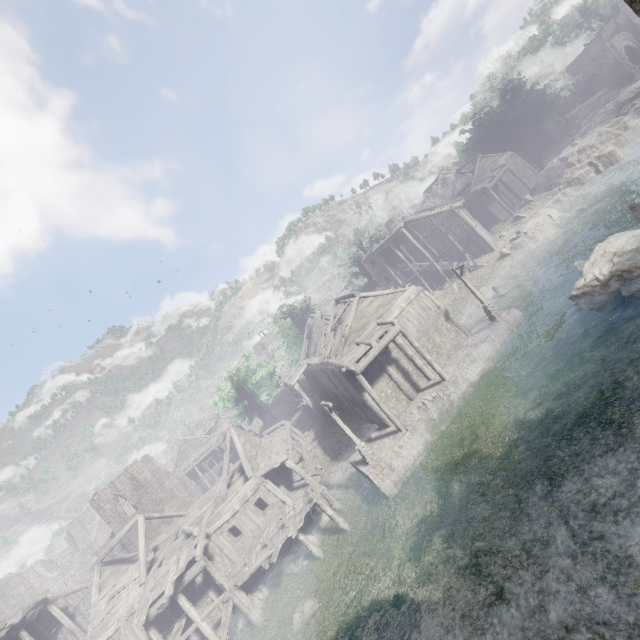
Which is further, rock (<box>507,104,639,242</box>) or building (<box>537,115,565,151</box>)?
building (<box>537,115,565,151</box>)

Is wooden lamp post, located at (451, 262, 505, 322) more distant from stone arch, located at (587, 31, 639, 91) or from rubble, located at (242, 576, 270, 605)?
stone arch, located at (587, 31, 639, 91)

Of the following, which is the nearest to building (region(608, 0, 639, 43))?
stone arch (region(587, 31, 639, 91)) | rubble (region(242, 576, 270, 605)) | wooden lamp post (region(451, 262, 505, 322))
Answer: stone arch (region(587, 31, 639, 91))

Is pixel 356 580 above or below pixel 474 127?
below

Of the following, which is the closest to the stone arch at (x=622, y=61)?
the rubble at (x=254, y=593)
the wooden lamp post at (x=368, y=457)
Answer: the wooden lamp post at (x=368, y=457)

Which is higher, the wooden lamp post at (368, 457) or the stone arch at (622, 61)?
the stone arch at (622, 61)

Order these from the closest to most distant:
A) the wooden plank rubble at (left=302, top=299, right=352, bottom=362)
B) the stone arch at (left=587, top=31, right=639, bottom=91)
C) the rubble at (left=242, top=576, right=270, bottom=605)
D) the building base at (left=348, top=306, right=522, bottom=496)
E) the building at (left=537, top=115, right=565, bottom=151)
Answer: the building base at (left=348, top=306, right=522, bottom=496), the rubble at (left=242, top=576, right=270, bottom=605), the wooden plank rubble at (left=302, top=299, right=352, bottom=362), the stone arch at (left=587, top=31, right=639, bottom=91), the building at (left=537, top=115, right=565, bottom=151)

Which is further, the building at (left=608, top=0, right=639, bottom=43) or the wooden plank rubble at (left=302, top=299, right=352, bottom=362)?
the wooden plank rubble at (left=302, top=299, right=352, bottom=362)
